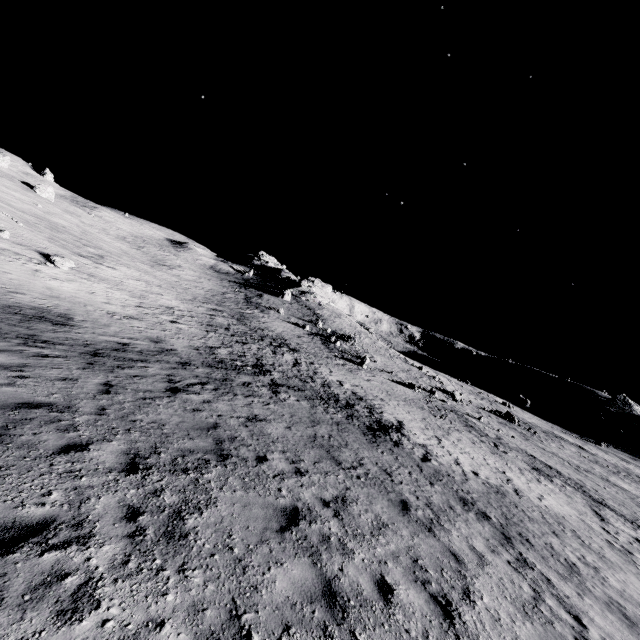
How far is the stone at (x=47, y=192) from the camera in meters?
58.1

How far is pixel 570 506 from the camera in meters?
18.2

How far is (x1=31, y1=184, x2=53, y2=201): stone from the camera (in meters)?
58.08
